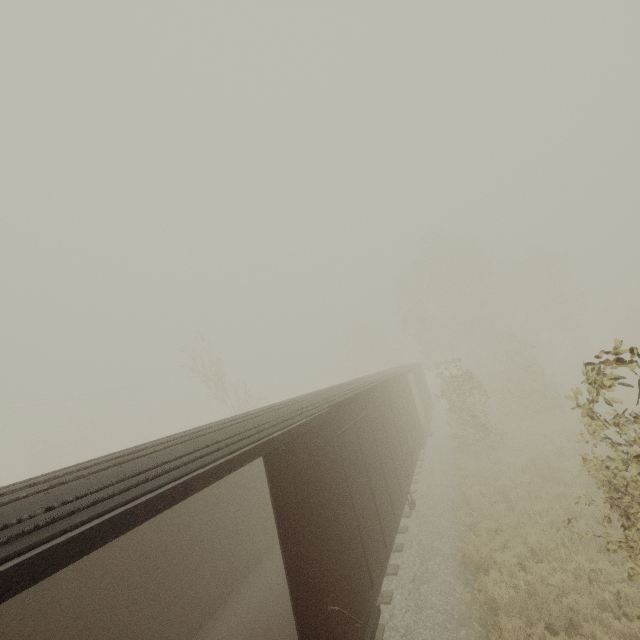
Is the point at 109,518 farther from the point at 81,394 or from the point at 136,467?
the point at 81,394
